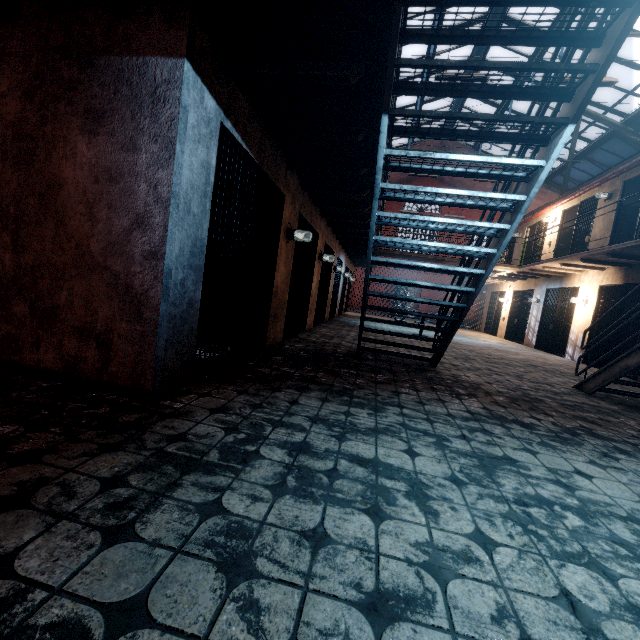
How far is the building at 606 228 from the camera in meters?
9.4 m

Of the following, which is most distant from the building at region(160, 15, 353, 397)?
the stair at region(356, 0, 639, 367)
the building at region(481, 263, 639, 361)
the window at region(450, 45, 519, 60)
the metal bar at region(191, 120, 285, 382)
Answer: the building at region(481, 263, 639, 361)

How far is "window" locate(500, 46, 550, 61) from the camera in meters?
10.8

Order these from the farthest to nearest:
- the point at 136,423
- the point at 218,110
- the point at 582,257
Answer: the point at 582,257
the point at 218,110
the point at 136,423

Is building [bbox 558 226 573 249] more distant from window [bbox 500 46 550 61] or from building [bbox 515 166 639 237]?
window [bbox 500 46 550 61]

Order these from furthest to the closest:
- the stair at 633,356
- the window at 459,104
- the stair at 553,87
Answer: the window at 459,104 → the stair at 633,356 → the stair at 553,87

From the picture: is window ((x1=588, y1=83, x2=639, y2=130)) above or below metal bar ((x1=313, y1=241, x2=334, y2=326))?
above
